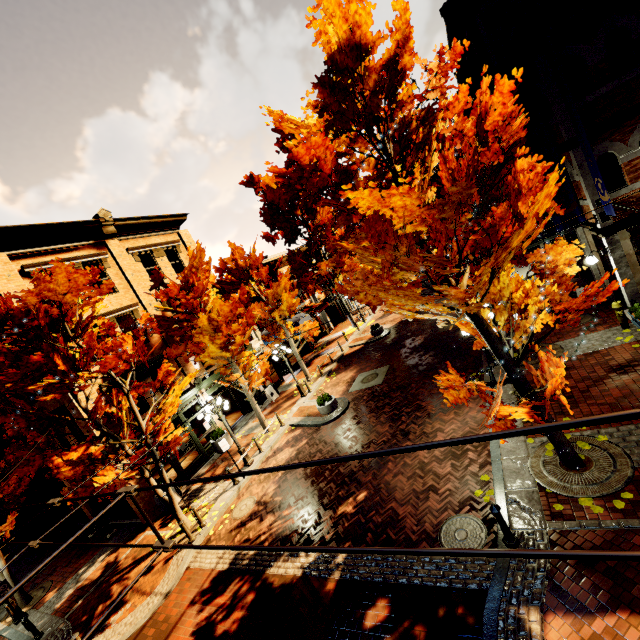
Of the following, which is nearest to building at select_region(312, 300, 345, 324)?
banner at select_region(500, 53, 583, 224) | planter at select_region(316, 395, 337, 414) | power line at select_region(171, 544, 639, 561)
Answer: banner at select_region(500, 53, 583, 224)

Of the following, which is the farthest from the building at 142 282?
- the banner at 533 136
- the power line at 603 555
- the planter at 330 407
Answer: the planter at 330 407

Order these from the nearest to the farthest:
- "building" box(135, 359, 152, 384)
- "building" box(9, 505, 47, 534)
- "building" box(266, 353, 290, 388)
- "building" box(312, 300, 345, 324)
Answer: "building" box(135, 359, 152, 384)
"building" box(9, 505, 47, 534)
"building" box(266, 353, 290, 388)
"building" box(312, 300, 345, 324)

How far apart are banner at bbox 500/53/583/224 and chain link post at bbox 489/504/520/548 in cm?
872

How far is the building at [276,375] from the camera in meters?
24.3 m

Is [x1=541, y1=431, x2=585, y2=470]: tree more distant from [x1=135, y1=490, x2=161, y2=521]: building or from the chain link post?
the chain link post

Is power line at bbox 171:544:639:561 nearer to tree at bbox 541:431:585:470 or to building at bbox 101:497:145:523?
tree at bbox 541:431:585:470

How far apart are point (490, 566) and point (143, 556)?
12.3 meters
